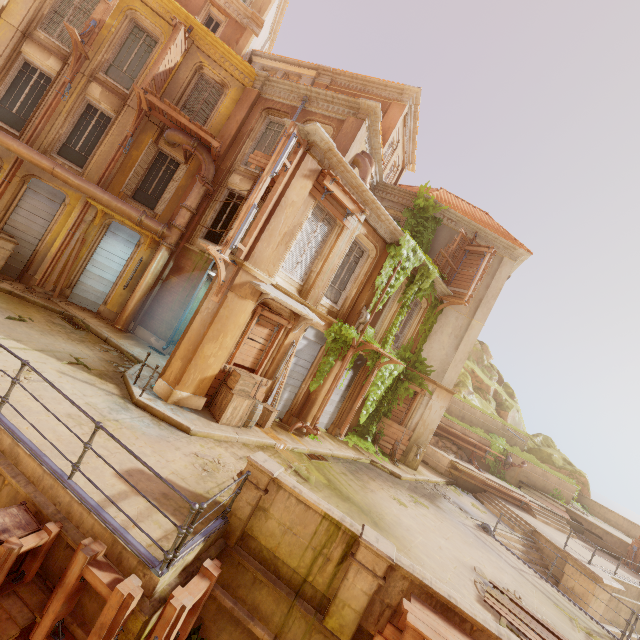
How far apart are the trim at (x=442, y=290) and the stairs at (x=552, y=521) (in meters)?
13.66

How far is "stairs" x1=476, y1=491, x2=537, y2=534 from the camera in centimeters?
1603cm

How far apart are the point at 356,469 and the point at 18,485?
10.2 meters

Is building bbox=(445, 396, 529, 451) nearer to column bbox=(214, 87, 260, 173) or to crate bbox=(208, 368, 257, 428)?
crate bbox=(208, 368, 257, 428)

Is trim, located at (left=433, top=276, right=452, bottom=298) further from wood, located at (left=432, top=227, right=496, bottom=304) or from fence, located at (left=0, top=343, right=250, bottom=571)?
fence, located at (left=0, top=343, right=250, bottom=571)

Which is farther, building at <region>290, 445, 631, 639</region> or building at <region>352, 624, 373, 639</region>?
building at <region>290, 445, 631, 639</region>

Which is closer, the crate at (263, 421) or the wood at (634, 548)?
the crate at (263, 421)

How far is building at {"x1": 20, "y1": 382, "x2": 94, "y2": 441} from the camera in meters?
6.2
